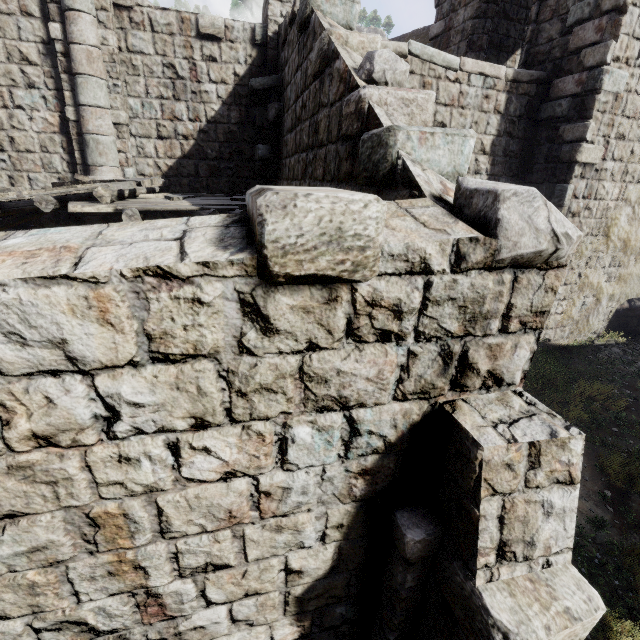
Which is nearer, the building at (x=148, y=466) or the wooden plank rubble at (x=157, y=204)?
the building at (x=148, y=466)

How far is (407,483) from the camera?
2.7 meters

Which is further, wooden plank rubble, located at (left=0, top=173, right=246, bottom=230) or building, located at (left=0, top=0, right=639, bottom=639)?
wooden plank rubble, located at (left=0, top=173, right=246, bottom=230)
